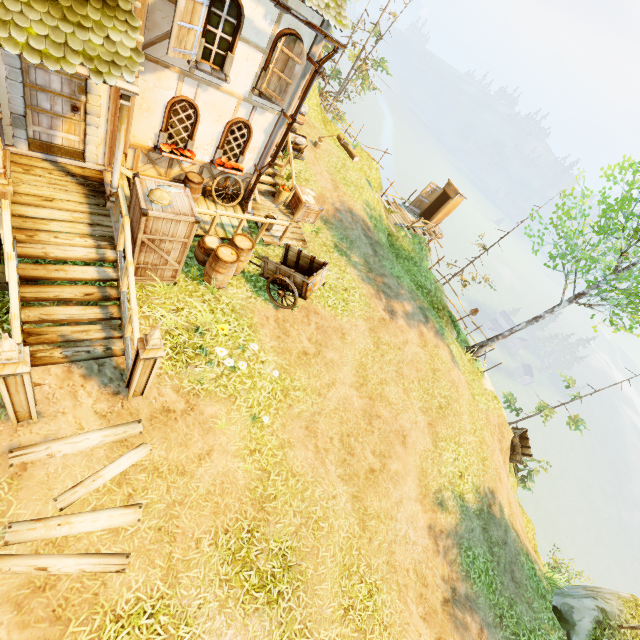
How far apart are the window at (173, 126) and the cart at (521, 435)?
18.7m

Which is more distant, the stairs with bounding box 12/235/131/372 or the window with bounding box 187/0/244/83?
the window with bounding box 187/0/244/83

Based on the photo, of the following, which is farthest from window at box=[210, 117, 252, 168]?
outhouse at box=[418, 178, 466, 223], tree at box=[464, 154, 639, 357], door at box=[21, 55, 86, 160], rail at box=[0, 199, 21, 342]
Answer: outhouse at box=[418, 178, 466, 223]

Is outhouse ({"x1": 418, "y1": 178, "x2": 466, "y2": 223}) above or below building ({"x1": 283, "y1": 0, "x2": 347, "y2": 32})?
below

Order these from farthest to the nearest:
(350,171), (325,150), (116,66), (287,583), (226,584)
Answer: (350,171) < (325,150) < (287,583) < (226,584) < (116,66)

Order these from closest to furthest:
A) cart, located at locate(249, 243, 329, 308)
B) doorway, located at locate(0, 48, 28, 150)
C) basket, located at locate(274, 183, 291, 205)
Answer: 1. doorway, located at locate(0, 48, 28, 150)
2. cart, located at locate(249, 243, 329, 308)
3. basket, located at locate(274, 183, 291, 205)

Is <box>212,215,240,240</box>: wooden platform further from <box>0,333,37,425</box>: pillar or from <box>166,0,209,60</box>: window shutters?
<box>0,333,37,425</box>: pillar

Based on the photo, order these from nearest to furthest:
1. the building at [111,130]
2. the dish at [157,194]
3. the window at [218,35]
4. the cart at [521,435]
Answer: the building at [111,130], the dish at [157,194], the window at [218,35], the cart at [521,435]
